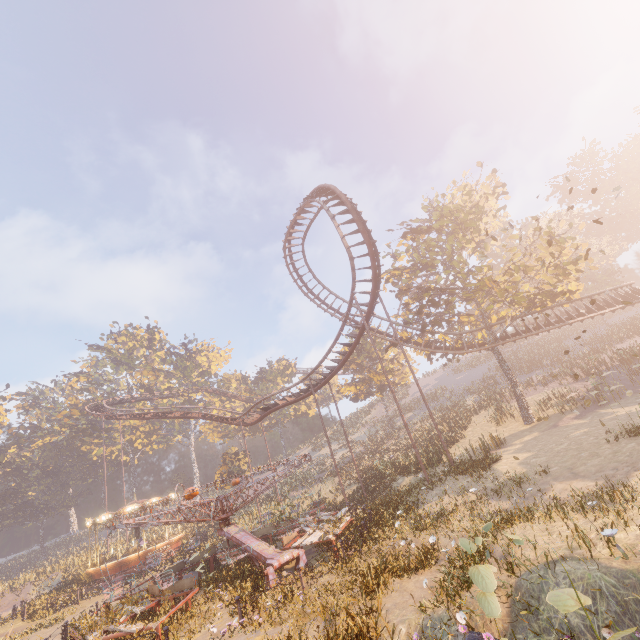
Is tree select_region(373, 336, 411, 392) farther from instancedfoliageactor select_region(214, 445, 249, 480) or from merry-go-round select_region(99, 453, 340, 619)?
instancedfoliageactor select_region(214, 445, 249, 480)

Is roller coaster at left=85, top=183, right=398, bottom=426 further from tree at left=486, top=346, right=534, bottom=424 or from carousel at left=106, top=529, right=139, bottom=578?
carousel at left=106, top=529, right=139, bottom=578

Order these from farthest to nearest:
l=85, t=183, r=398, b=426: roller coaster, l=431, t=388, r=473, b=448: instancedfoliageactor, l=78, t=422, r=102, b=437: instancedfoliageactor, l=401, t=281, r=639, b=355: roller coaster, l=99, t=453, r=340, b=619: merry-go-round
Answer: l=78, t=422, r=102, b=437: instancedfoliageactor, l=431, t=388, r=473, b=448: instancedfoliageactor, l=401, t=281, r=639, b=355: roller coaster, l=85, t=183, r=398, b=426: roller coaster, l=99, t=453, r=340, b=619: merry-go-round

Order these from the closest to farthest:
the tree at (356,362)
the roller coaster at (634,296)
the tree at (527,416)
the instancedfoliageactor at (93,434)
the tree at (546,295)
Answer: the tree at (546,295) → the tree at (527,416) → the roller coaster at (634,296) → the tree at (356,362) → the instancedfoliageactor at (93,434)

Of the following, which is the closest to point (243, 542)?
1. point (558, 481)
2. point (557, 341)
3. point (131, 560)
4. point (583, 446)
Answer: point (558, 481)

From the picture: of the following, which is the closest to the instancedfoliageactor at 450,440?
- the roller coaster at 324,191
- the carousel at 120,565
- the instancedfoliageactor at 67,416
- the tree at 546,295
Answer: the tree at 546,295

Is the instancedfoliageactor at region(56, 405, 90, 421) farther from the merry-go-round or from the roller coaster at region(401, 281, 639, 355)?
the merry-go-round

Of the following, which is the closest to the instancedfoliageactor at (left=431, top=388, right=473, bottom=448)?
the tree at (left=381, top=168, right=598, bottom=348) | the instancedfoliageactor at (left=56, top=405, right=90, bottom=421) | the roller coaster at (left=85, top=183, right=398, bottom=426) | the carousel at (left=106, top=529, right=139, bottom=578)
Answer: the tree at (left=381, top=168, right=598, bottom=348)
